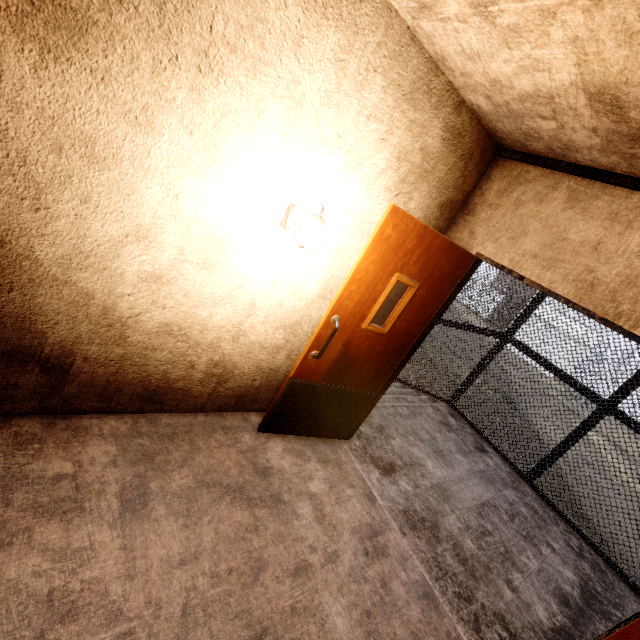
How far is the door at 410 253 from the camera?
2.3 meters

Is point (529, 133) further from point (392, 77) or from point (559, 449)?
point (559, 449)

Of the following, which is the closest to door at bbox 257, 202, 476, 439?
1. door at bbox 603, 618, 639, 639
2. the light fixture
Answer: the light fixture

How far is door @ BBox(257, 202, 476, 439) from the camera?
2.3m

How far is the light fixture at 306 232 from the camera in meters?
1.9

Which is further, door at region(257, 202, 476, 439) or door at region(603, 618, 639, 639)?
door at region(257, 202, 476, 439)

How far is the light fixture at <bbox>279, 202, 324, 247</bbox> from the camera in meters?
1.9 m

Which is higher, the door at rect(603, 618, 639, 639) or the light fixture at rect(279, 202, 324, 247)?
the light fixture at rect(279, 202, 324, 247)
